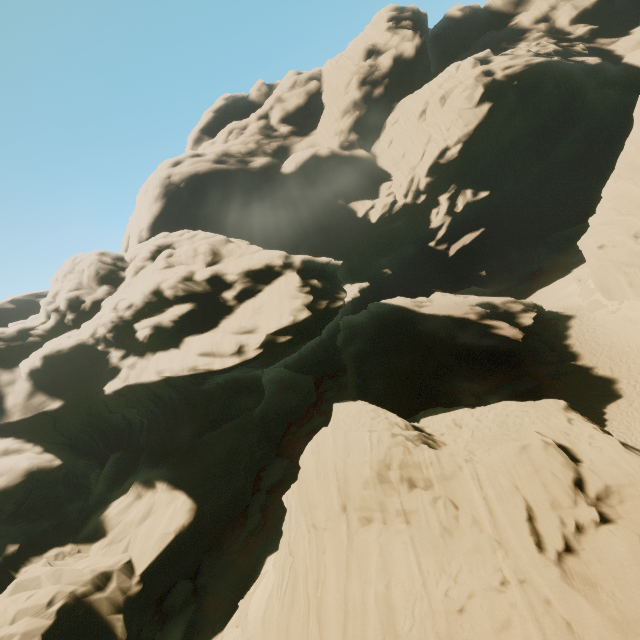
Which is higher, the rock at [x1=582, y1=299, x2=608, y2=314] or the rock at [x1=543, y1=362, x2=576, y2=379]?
the rock at [x1=582, y1=299, x2=608, y2=314]

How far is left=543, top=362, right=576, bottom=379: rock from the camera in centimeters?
2509cm

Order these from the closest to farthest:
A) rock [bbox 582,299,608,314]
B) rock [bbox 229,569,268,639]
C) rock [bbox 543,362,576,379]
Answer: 1. rock [bbox 229,569,268,639]
2. rock [bbox 543,362,576,379]
3. rock [bbox 582,299,608,314]

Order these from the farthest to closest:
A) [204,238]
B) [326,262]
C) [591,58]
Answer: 1. [591,58]
2. [204,238]
3. [326,262]

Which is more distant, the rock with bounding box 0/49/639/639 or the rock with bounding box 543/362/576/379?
the rock with bounding box 543/362/576/379

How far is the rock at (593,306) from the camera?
31.5 meters
